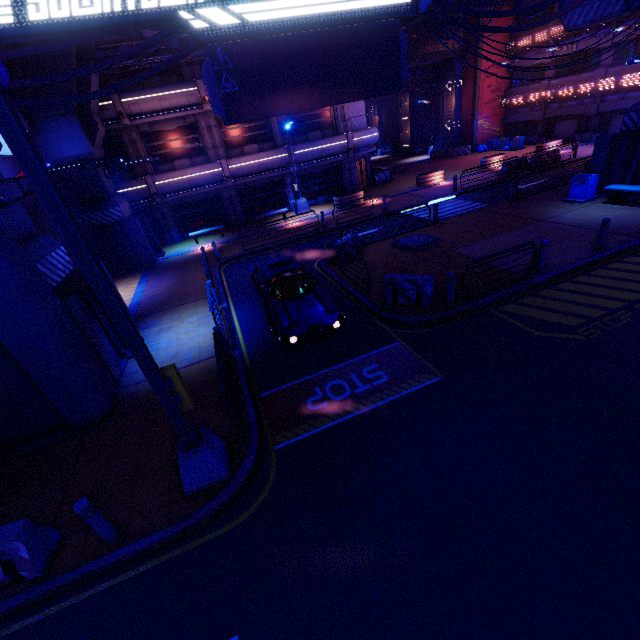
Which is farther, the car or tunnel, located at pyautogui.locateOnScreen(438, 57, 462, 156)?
tunnel, located at pyautogui.locateOnScreen(438, 57, 462, 156)

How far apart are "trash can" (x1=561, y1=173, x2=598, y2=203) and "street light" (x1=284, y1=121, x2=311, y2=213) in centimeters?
1602cm

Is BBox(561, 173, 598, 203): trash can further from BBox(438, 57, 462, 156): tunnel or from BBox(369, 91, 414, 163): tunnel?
BBox(369, 91, 414, 163): tunnel

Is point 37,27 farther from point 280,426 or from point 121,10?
point 280,426

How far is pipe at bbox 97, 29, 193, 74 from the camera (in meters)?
A: 16.86

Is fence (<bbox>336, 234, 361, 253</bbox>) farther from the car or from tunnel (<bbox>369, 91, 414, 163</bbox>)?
tunnel (<bbox>369, 91, 414, 163</bbox>)

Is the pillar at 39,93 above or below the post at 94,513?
above

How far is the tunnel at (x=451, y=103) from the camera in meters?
34.4 m
